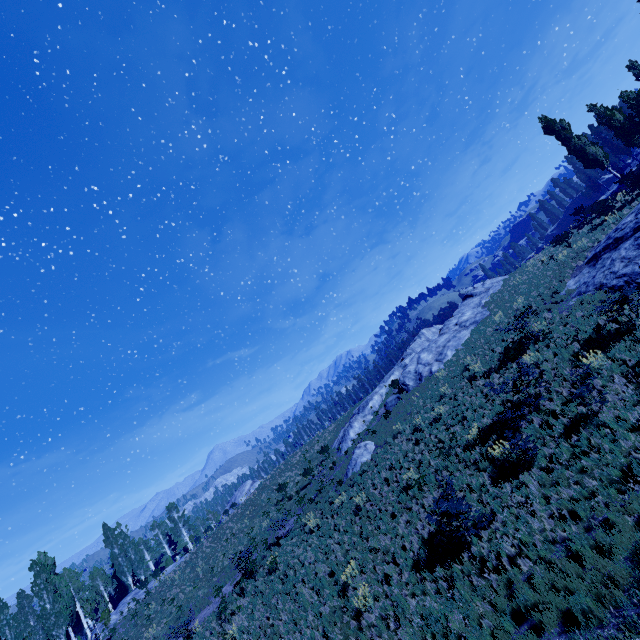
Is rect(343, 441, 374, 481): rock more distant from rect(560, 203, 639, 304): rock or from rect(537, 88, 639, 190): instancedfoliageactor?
rect(537, 88, 639, 190): instancedfoliageactor

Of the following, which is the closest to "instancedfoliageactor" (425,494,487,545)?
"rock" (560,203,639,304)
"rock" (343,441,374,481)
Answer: "rock" (560,203,639,304)

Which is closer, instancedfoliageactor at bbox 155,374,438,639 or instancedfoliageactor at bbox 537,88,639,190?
instancedfoliageactor at bbox 155,374,438,639

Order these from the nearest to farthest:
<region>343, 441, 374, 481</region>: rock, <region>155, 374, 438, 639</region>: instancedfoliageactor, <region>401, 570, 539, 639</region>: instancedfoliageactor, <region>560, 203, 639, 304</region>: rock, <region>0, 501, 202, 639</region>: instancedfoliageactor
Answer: <region>401, 570, 539, 639</region>: instancedfoliageactor
<region>560, 203, 639, 304</region>: rock
<region>155, 374, 438, 639</region>: instancedfoliageactor
<region>343, 441, 374, 481</region>: rock
<region>0, 501, 202, 639</region>: instancedfoliageactor

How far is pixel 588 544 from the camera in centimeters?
734cm

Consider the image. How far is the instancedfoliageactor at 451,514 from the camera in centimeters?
995cm

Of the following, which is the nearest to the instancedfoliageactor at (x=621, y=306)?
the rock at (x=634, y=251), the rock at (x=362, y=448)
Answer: the rock at (x=634, y=251)
